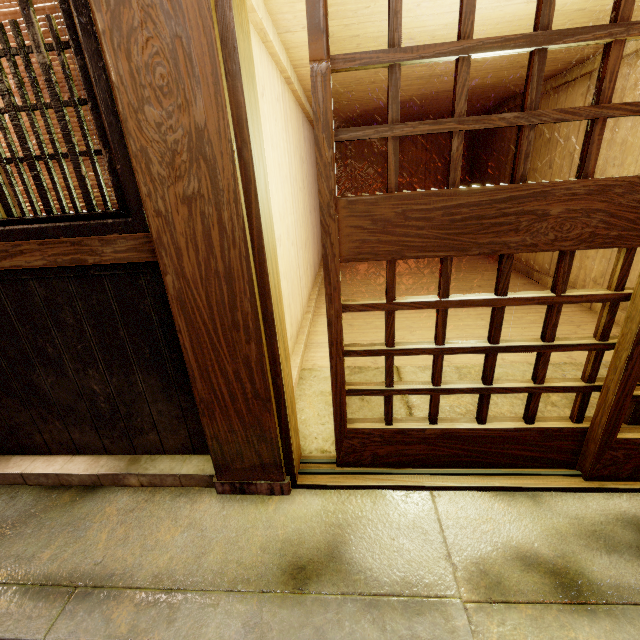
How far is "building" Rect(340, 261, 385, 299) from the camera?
9.8m

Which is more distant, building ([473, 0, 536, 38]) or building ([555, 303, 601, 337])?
building ([555, 303, 601, 337])

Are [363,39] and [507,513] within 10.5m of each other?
yes

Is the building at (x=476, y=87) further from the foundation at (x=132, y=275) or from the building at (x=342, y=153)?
the building at (x=342, y=153)

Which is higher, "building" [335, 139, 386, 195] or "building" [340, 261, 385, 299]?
"building" [335, 139, 386, 195]

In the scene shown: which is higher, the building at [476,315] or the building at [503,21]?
the building at [503,21]

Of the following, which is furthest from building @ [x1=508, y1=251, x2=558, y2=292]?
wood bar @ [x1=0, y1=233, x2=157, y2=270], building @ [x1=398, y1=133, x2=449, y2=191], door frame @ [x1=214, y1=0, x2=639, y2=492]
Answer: building @ [x1=398, y1=133, x2=449, y2=191]
